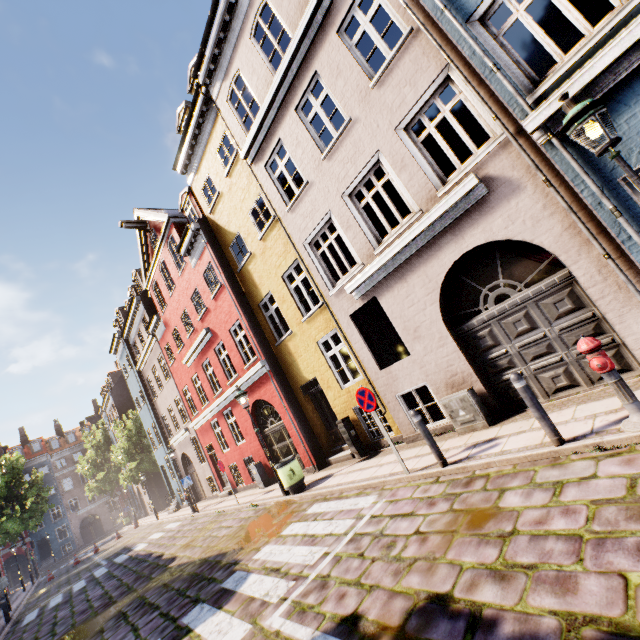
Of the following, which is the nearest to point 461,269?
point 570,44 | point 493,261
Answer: A: point 493,261

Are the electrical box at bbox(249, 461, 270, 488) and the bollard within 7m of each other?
no

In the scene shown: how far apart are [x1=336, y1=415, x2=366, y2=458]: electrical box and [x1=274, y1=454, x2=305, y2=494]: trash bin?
1.6m

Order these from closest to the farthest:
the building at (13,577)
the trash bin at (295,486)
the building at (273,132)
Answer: the building at (273,132), the trash bin at (295,486), the building at (13,577)

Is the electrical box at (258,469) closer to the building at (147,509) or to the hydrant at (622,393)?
the building at (147,509)

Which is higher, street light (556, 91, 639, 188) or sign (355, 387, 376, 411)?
street light (556, 91, 639, 188)

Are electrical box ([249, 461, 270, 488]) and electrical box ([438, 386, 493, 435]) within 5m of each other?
no

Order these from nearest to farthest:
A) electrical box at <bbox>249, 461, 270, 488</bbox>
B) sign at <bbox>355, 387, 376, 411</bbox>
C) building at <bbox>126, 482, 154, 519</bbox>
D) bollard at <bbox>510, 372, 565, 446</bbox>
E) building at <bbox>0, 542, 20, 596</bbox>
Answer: bollard at <bbox>510, 372, 565, 446</bbox>
sign at <bbox>355, 387, 376, 411</bbox>
electrical box at <bbox>249, 461, 270, 488</bbox>
building at <bbox>0, 542, 20, 596</bbox>
building at <bbox>126, 482, 154, 519</bbox>
